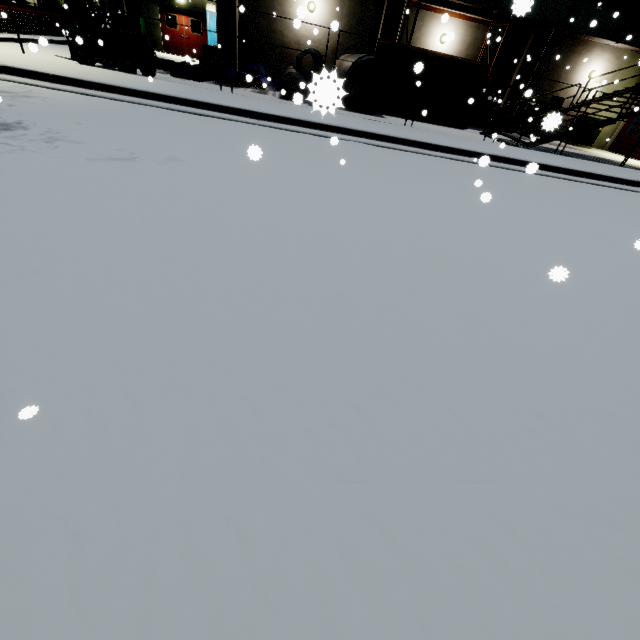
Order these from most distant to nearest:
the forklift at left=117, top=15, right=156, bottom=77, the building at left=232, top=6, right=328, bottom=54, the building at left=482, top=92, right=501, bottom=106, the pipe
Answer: the building at left=482, top=92, right=501, bottom=106 < the building at left=232, top=6, right=328, bottom=54 < the pipe < the forklift at left=117, top=15, right=156, bottom=77

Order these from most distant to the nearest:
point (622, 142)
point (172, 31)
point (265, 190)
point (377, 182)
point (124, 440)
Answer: point (172, 31) < point (622, 142) < point (377, 182) < point (265, 190) < point (124, 440)

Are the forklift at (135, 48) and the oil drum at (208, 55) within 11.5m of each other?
yes

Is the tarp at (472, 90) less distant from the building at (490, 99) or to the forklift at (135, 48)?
the building at (490, 99)

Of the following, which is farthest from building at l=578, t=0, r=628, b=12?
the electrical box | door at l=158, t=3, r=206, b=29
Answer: the electrical box

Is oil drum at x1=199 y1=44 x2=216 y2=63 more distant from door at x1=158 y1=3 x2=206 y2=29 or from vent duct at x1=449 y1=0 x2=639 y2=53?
door at x1=158 y1=3 x2=206 y2=29

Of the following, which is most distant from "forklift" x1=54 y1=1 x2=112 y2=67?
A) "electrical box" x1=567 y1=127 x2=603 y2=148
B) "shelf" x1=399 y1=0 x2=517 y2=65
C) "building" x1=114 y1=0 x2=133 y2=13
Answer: "electrical box" x1=567 y1=127 x2=603 y2=148

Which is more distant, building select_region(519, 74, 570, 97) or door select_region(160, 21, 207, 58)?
door select_region(160, 21, 207, 58)
